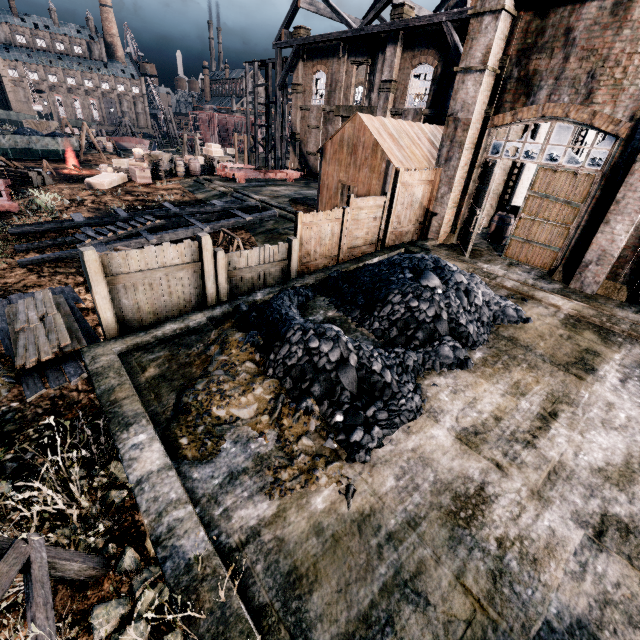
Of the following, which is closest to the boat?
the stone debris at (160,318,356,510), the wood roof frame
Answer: the wood roof frame

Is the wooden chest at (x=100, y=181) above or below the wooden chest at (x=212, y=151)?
below

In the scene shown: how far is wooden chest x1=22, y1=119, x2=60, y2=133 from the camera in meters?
46.8 m

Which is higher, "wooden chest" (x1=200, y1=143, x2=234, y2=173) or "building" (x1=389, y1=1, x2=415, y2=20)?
"building" (x1=389, y1=1, x2=415, y2=20)

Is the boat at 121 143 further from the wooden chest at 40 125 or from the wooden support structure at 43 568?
the wooden support structure at 43 568

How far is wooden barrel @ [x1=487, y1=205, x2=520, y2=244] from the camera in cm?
1480

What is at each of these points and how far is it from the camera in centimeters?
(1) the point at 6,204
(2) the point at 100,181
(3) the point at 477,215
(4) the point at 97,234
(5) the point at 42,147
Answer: (1) rail car base, 1875cm
(2) wooden chest, 2530cm
(3) door, 1281cm
(4) ladder, 1583cm
(5) rail car container, 3762cm

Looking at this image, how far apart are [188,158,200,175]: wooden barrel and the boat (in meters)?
34.55
